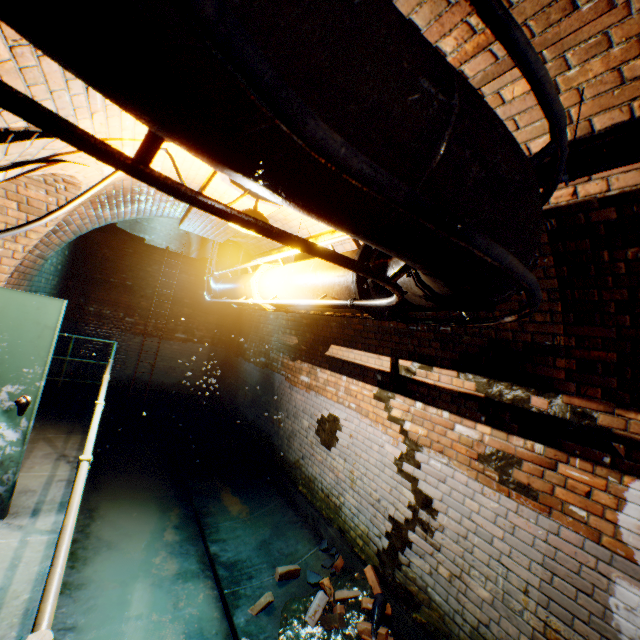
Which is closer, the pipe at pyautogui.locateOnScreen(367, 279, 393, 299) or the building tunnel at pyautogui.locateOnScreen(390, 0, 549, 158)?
the building tunnel at pyautogui.locateOnScreen(390, 0, 549, 158)

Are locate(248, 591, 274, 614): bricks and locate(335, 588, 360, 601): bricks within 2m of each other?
yes

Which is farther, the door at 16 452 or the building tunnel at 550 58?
the door at 16 452

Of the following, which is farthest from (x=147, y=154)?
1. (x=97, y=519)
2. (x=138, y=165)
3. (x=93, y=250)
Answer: (x=93, y=250)

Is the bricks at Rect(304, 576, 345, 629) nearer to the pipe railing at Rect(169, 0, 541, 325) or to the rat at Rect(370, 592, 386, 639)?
the rat at Rect(370, 592, 386, 639)

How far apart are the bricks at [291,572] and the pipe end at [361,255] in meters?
3.7 m

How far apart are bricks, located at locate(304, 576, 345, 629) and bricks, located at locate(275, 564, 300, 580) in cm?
45

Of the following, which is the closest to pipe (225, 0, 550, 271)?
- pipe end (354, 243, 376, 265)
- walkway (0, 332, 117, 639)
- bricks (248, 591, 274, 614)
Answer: pipe end (354, 243, 376, 265)
